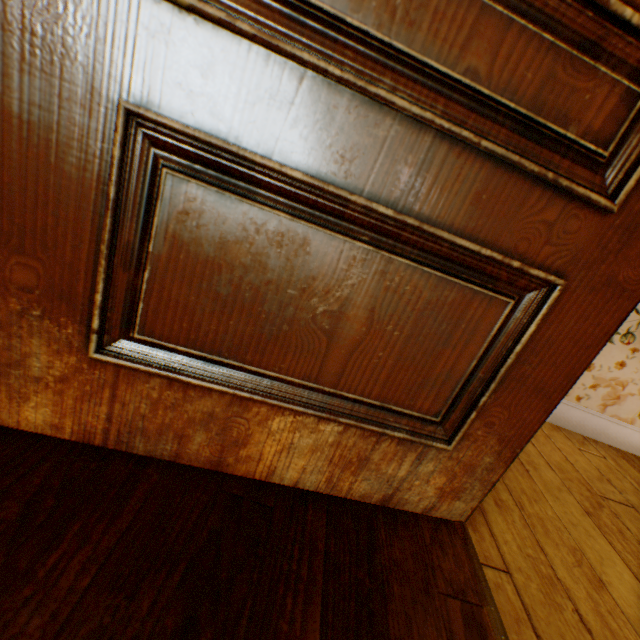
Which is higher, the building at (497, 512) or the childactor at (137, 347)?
the childactor at (137, 347)

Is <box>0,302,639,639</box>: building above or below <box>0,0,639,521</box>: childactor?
below

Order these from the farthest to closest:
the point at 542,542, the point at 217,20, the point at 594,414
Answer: the point at 594,414, the point at 542,542, the point at 217,20
